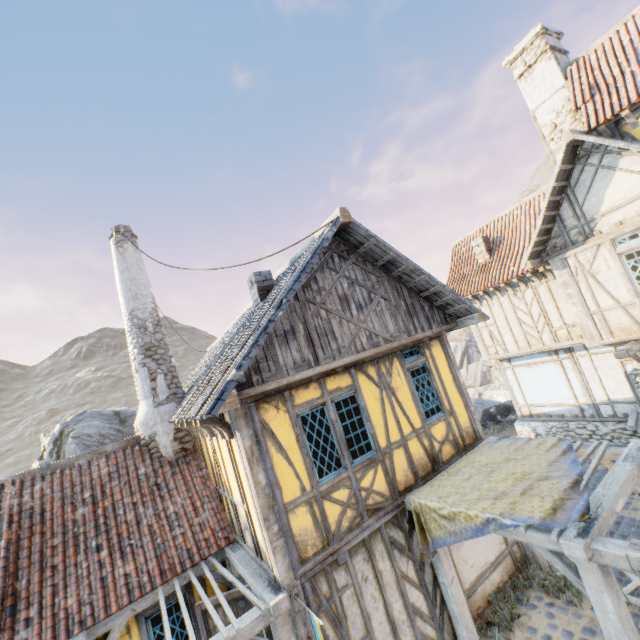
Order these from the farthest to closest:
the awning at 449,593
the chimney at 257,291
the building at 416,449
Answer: the chimney at 257,291 → the awning at 449,593 → the building at 416,449

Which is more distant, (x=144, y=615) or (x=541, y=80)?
(x=541, y=80)

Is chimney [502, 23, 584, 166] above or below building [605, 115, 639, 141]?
above

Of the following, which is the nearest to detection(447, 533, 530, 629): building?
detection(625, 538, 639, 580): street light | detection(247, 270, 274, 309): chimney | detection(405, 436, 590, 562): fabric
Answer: detection(405, 436, 590, 562): fabric

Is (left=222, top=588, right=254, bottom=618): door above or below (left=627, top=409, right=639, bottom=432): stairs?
above

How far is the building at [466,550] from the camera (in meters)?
6.61

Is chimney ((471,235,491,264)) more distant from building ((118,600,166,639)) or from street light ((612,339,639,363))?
building ((118,600,166,639))

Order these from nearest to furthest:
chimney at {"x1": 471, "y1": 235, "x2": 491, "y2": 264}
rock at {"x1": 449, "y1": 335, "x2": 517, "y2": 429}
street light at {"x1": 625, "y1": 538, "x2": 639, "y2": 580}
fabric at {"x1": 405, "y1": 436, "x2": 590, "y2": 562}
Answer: street light at {"x1": 625, "y1": 538, "x2": 639, "y2": 580} → fabric at {"x1": 405, "y1": 436, "x2": 590, "y2": 562} → chimney at {"x1": 471, "y1": 235, "x2": 491, "y2": 264} → rock at {"x1": 449, "y1": 335, "x2": 517, "y2": 429}
